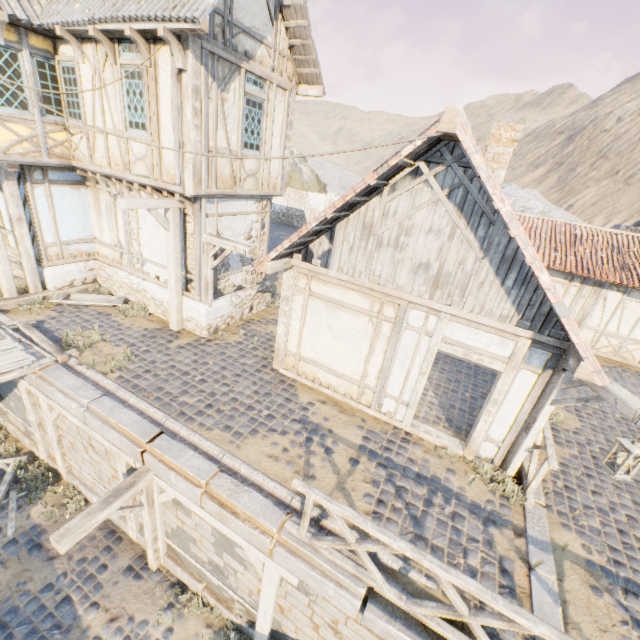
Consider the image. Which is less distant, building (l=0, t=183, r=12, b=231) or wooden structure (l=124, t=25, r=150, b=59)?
wooden structure (l=124, t=25, r=150, b=59)

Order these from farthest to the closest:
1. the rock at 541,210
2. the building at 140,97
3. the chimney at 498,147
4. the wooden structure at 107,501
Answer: the rock at 541,210, the building at 140,97, the chimney at 498,147, the wooden structure at 107,501

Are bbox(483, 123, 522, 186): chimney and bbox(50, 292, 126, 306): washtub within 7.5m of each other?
no

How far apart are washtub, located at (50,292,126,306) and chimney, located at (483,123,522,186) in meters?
10.6

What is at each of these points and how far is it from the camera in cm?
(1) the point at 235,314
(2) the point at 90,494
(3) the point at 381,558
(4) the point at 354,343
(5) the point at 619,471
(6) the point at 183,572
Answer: (1) stone foundation, 1050
(2) stone blocks, 784
(3) stone gutter, 476
(4) building, 727
(5) street light, 443
(6) stone blocks, 671

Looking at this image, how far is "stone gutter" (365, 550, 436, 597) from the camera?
4.5 meters

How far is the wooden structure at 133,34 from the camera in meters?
6.3

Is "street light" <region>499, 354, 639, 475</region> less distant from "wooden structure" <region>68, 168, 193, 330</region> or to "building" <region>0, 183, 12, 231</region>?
"wooden structure" <region>68, 168, 193, 330</region>
